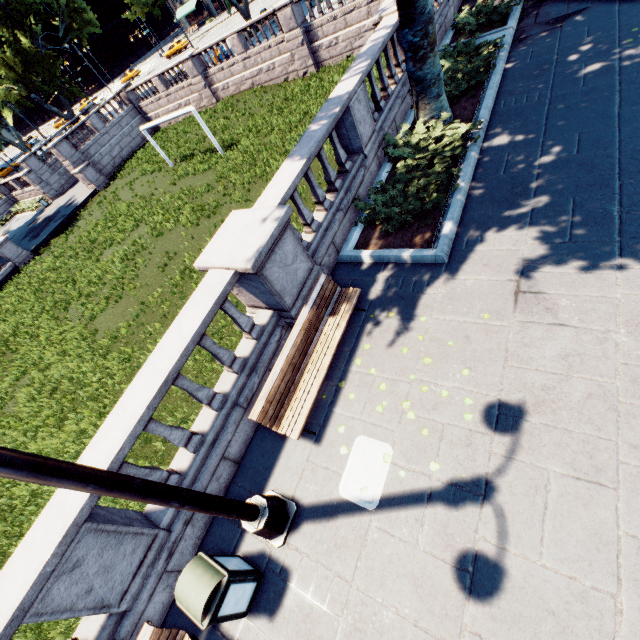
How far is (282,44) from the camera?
22.20m

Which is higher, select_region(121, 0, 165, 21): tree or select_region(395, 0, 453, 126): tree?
select_region(121, 0, 165, 21): tree

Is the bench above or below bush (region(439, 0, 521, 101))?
above

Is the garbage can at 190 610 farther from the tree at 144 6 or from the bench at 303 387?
the tree at 144 6

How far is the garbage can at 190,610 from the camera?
3.71m

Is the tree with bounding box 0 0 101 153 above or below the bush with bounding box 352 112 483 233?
above

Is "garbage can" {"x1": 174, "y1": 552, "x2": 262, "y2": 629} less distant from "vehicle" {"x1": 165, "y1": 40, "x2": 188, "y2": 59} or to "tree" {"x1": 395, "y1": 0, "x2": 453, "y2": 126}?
"tree" {"x1": 395, "y1": 0, "x2": 453, "y2": 126}

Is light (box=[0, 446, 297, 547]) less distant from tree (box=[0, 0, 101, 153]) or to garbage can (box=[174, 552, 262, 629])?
garbage can (box=[174, 552, 262, 629])
